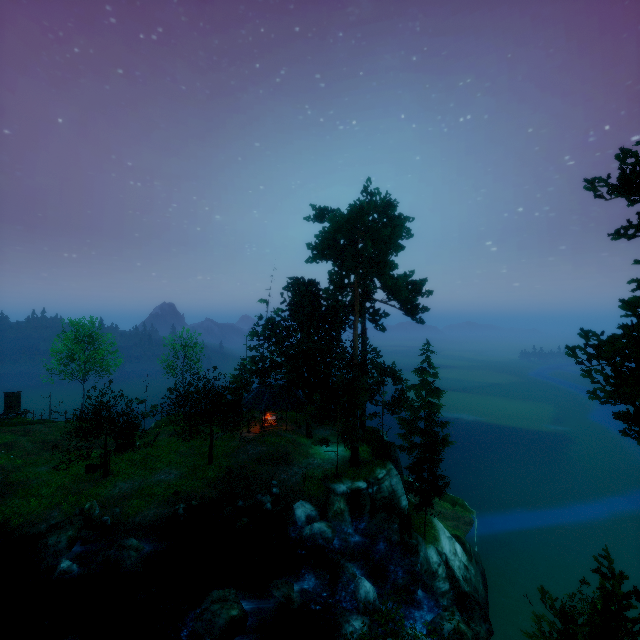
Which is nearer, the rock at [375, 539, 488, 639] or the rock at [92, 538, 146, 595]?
the rock at [375, 539, 488, 639]

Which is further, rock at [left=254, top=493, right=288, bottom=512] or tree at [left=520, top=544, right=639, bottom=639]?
rock at [left=254, top=493, right=288, bottom=512]

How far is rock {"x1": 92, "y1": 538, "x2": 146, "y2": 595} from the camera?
16.95m

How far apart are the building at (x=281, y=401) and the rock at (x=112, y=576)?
13.6 meters

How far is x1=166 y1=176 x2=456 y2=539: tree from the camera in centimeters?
2459cm

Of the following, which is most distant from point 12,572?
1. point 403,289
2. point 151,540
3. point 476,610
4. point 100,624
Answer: point 476,610

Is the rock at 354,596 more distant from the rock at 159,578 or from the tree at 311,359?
the tree at 311,359

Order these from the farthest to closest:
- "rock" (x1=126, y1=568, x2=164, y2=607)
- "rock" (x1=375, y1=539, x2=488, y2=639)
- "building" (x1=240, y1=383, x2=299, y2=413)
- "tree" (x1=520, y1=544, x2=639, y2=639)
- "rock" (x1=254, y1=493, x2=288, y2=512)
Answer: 1. "building" (x1=240, y1=383, x2=299, y2=413)
2. "rock" (x1=254, y1=493, x2=288, y2=512)
3. "rock" (x1=126, y1=568, x2=164, y2=607)
4. "rock" (x1=375, y1=539, x2=488, y2=639)
5. "tree" (x1=520, y1=544, x2=639, y2=639)
